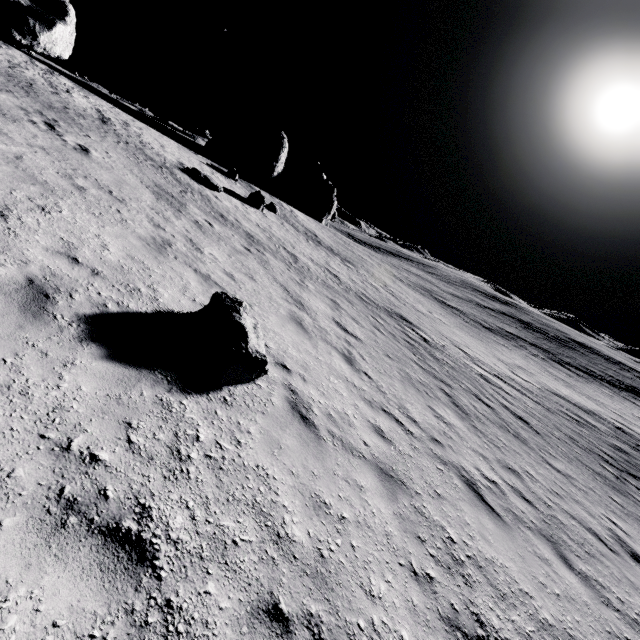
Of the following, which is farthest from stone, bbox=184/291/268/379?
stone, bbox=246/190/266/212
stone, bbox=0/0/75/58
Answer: stone, bbox=246/190/266/212

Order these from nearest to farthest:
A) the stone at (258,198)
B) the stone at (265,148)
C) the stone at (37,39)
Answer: the stone at (37,39) → the stone at (258,198) → the stone at (265,148)

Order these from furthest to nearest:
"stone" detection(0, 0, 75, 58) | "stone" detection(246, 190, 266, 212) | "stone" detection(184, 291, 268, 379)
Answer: "stone" detection(246, 190, 266, 212) → "stone" detection(0, 0, 75, 58) → "stone" detection(184, 291, 268, 379)

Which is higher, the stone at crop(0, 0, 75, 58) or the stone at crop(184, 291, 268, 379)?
the stone at crop(0, 0, 75, 58)

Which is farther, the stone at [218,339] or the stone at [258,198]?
the stone at [258,198]

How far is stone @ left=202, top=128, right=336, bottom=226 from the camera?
35.81m

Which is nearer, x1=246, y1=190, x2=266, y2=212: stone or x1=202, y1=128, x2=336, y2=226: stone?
x1=246, y1=190, x2=266, y2=212: stone

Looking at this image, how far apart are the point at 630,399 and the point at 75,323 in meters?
44.0 m
